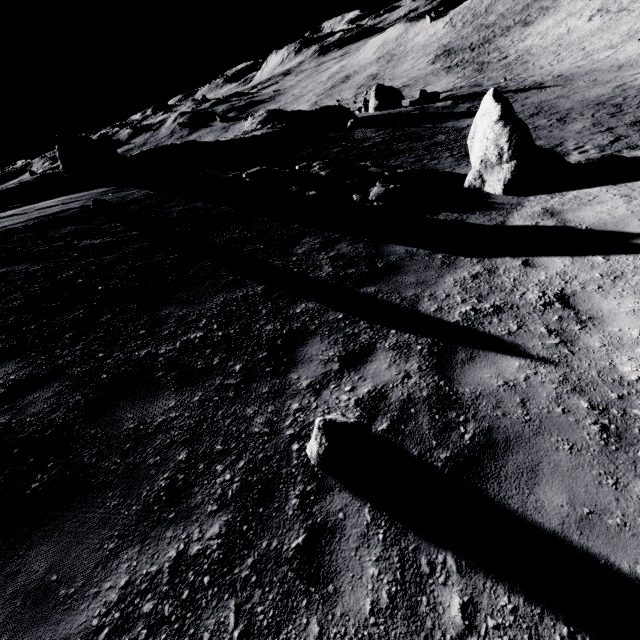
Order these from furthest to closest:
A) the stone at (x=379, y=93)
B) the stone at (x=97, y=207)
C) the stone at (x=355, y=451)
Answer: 1. the stone at (x=379, y=93)
2. the stone at (x=97, y=207)
3. the stone at (x=355, y=451)

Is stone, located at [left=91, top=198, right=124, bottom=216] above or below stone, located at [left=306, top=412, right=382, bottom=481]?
above

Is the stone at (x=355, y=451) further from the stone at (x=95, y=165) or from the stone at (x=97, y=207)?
the stone at (x=95, y=165)

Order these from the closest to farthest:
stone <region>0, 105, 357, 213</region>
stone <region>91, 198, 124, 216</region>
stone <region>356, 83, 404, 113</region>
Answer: stone <region>91, 198, 124, 216</region> < stone <region>0, 105, 357, 213</region> < stone <region>356, 83, 404, 113</region>

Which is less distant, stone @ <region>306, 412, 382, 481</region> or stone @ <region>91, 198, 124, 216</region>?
stone @ <region>306, 412, 382, 481</region>

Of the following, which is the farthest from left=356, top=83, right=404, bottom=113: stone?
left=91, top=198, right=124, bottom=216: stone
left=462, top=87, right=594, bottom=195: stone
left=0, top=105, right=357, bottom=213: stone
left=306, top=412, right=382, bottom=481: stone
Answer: left=306, top=412, right=382, bottom=481: stone

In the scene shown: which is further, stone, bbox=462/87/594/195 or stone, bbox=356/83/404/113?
stone, bbox=356/83/404/113

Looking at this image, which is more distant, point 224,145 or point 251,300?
point 224,145
